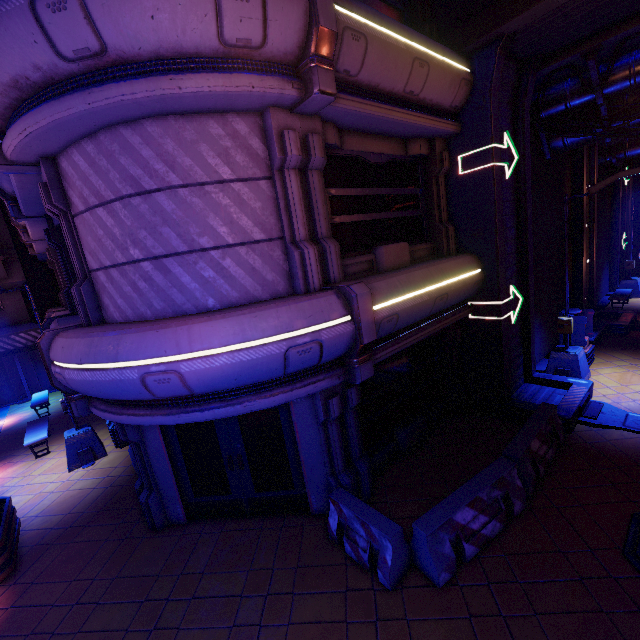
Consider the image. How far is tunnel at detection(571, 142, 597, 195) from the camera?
13.0 meters

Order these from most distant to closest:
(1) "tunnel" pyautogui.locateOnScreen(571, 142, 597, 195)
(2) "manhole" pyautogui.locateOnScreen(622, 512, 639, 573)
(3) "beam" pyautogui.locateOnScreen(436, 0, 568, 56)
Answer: (1) "tunnel" pyautogui.locateOnScreen(571, 142, 597, 195)
(3) "beam" pyautogui.locateOnScreen(436, 0, 568, 56)
(2) "manhole" pyautogui.locateOnScreen(622, 512, 639, 573)

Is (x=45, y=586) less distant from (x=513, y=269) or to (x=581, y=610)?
(x=581, y=610)

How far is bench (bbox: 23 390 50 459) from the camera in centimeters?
1103cm

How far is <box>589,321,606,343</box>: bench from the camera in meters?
11.8 m

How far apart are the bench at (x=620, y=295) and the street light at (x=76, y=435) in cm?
2312

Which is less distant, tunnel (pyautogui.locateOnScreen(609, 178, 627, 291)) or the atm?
the atm

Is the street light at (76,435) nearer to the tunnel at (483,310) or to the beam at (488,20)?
the tunnel at (483,310)
